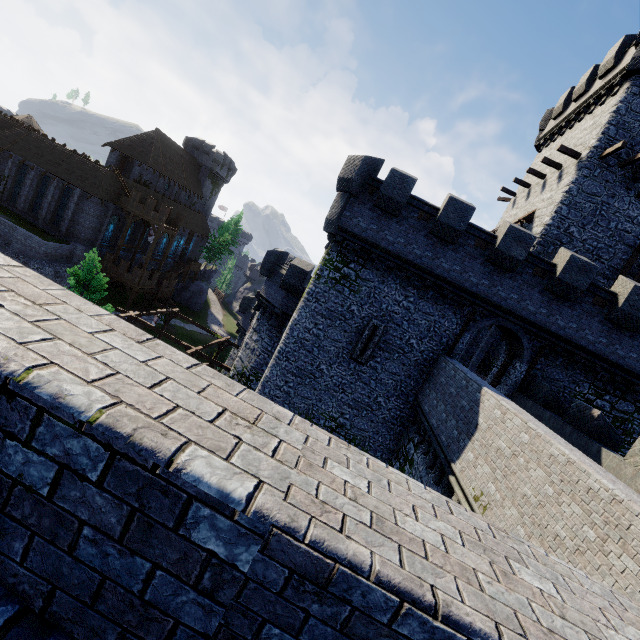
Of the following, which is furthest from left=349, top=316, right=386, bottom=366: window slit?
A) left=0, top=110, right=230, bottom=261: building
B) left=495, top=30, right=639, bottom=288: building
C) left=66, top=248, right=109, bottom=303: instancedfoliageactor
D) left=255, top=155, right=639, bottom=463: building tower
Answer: left=0, top=110, right=230, bottom=261: building

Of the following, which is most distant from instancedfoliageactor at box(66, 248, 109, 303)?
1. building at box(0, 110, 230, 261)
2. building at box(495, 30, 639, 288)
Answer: building at box(495, 30, 639, 288)

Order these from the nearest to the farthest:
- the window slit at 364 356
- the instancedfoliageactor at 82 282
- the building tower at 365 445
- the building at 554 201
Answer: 1. the building tower at 365 445
2. the window slit at 364 356
3. the building at 554 201
4. the instancedfoliageactor at 82 282

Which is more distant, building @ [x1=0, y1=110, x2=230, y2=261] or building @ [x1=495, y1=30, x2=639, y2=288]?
building @ [x1=0, y1=110, x2=230, y2=261]

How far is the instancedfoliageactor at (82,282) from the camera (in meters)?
22.17

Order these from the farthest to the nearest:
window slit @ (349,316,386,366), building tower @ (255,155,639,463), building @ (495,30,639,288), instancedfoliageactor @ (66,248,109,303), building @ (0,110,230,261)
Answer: building @ (0,110,230,261) < instancedfoliageactor @ (66,248,109,303) < building @ (495,30,639,288) < window slit @ (349,316,386,366) < building tower @ (255,155,639,463)

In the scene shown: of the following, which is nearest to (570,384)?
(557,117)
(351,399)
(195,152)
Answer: (351,399)
